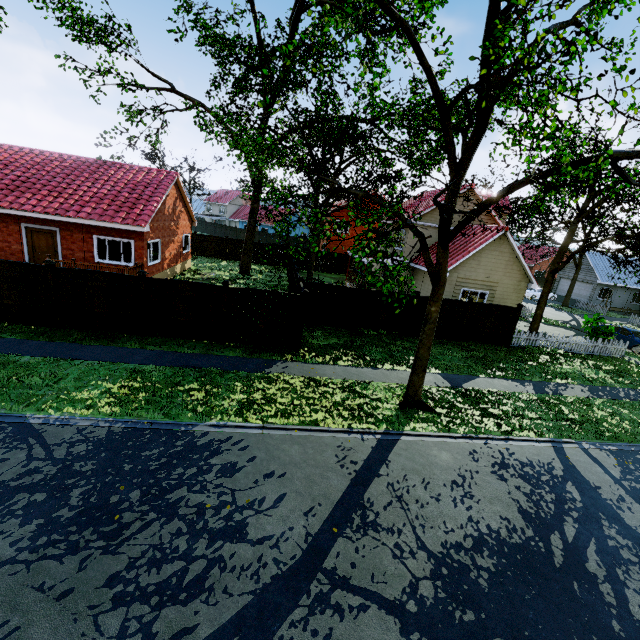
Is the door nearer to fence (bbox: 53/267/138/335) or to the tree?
fence (bbox: 53/267/138/335)

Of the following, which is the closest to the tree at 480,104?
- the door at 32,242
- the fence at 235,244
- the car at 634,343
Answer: the fence at 235,244

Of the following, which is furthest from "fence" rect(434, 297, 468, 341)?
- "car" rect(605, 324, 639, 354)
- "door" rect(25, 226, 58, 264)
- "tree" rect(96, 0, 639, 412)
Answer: "door" rect(25, 226, 58, 264)

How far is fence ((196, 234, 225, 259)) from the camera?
33.4 meters

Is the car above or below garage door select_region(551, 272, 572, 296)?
below

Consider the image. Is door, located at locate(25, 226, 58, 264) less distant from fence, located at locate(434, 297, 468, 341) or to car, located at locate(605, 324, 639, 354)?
fence, located at locate(434, 297, 468, 341)

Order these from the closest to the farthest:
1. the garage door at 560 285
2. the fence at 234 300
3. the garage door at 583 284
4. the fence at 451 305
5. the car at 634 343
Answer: the fence at 234 300, the fence at 451 305, the car at 634 343, the garage door at 583 284, the garage door at 560 285

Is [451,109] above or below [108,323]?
above
